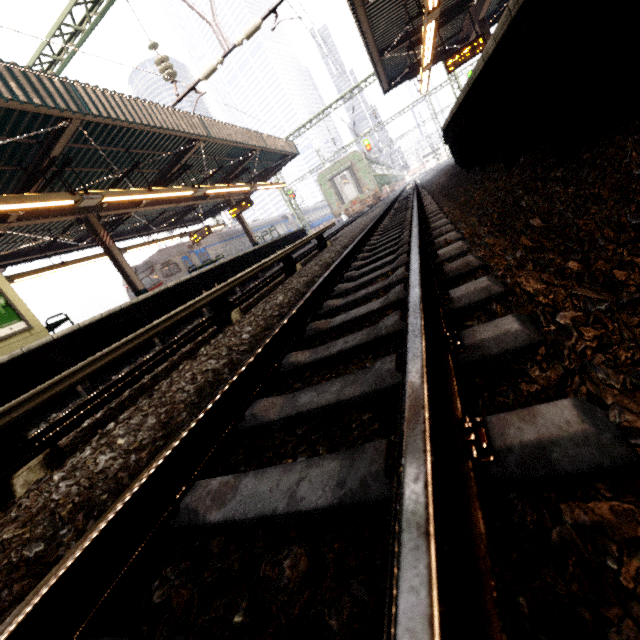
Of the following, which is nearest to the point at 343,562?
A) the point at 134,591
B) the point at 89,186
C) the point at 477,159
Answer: the point at 134,591

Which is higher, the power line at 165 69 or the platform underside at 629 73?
the power line at 165 69

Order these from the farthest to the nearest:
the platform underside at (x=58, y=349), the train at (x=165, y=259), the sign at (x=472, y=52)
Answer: the train at (x=165, y=259) → the sign at (x=472, y=52) → the platform underside at (x=58, y=349)

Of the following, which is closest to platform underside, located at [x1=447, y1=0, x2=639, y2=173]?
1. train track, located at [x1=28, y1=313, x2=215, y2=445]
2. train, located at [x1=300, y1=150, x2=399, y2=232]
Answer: train track, located at [x1=28, y1=313, x2=215, y2=445]

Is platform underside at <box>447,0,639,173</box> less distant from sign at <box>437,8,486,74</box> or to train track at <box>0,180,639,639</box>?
train track at <box>0,180,639,639</box>

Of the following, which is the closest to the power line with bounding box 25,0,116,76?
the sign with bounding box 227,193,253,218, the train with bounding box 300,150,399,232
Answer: the sign with bounding box 227,193,253,218

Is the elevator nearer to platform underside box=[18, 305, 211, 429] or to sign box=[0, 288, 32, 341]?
sign box=[0, 288, 32, 341]

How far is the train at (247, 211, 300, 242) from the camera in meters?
29.0 m
